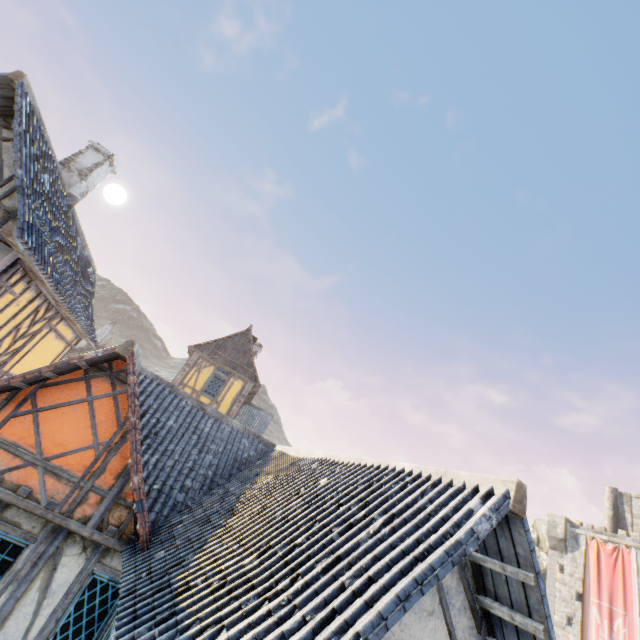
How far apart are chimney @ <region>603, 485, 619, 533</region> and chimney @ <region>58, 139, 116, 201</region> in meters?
46.6 m

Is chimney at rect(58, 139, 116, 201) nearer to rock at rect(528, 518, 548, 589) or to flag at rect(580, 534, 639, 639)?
flag at rect(580, 534, 639, 639)

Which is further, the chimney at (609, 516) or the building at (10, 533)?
the chimney at (609, 516)

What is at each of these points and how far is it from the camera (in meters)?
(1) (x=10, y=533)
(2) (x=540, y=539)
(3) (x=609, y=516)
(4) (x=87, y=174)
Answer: (1) building, 5.54
(2) rock, 33.44
(3) chimney, 30.59
(4) chimney, 11.10

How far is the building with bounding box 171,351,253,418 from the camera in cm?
1859

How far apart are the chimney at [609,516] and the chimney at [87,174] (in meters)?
46.55

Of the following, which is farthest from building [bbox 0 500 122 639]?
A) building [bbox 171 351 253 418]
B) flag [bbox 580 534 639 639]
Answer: building [bbox 171 351 253 418]

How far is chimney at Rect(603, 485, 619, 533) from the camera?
30.0m
